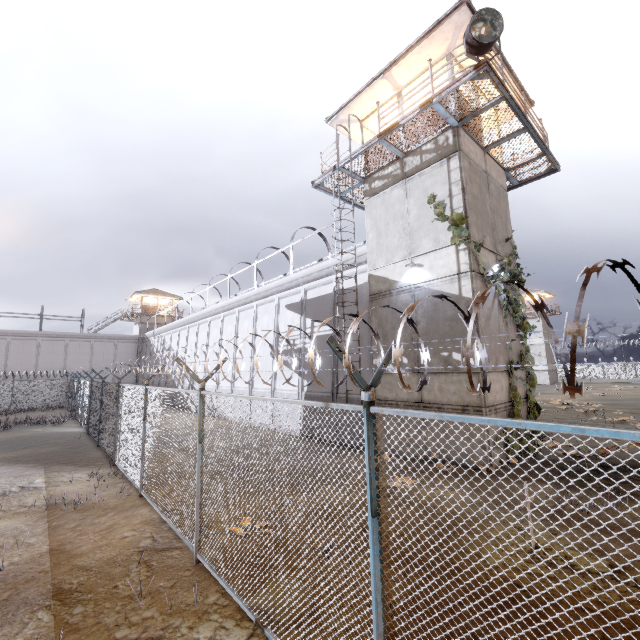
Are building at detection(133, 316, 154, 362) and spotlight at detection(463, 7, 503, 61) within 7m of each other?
no

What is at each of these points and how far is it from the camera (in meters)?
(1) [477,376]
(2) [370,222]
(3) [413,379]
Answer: (1) building, 9.27
(2) building, 12.88
(3) building, 10.84

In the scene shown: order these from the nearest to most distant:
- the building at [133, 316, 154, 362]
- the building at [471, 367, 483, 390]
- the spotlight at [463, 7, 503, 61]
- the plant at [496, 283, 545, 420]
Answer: the spotlight at [463, 7, 503, 61] < the building at [471, 367, 483, 390] < the plant at [496, 283, 545, 420] < the building at [133, 316, 154, 362]

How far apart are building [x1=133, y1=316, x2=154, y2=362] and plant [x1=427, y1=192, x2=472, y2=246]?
42.9 meters

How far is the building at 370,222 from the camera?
9.77m

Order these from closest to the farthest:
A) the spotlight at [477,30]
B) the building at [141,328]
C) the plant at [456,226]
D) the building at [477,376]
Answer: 1. the spotlight at [477,30]
2. the building at [477,376]
3. the plant at [456,226]
4. the building at [141,328]

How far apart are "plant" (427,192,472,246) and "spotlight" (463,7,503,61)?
3.7 meters

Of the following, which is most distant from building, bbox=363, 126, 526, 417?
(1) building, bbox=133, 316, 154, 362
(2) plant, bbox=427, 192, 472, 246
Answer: (1) building, bbox=133, 316, 154, 362
